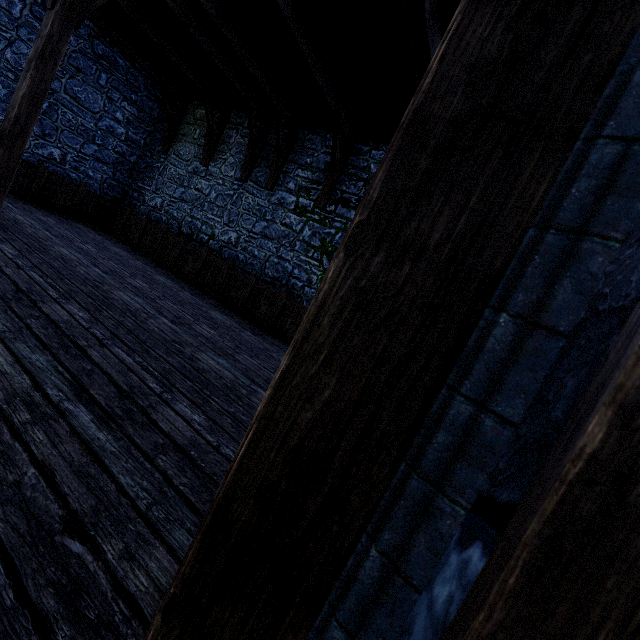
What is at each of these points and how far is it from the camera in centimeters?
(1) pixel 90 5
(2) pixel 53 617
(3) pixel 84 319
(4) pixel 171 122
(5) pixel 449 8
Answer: (1) wooden support, 505cm
(2) stairs, 108cm
(3) wooden support, 341cm
(4) wooden support, 1022cm
(5) building, 378cm

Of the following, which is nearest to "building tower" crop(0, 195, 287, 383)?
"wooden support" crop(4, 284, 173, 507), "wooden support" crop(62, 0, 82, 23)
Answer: "wooden support" crop(4, 284, 173, 507)

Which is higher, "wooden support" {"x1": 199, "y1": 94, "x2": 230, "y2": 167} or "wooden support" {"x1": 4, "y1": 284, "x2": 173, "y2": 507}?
"wooden support" {"x1": 199, "y1": 94, "x2": 230, "y2": 167}

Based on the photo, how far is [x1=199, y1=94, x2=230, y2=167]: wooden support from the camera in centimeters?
890cm

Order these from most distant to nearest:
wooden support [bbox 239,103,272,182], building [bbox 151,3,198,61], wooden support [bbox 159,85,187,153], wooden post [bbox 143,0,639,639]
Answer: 1. wooden support [bbox 159,85,187,153]
2. wooden support [bbox 239,103,272,182]
3. building [bbox 151,3,198,61]
4. wooden post [bbox 143,0,639,639]

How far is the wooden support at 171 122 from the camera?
9.8m

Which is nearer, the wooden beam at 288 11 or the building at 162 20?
the wooden beam at 288 11

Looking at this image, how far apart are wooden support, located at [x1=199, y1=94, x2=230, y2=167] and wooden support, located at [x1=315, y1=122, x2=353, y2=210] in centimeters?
417cm
